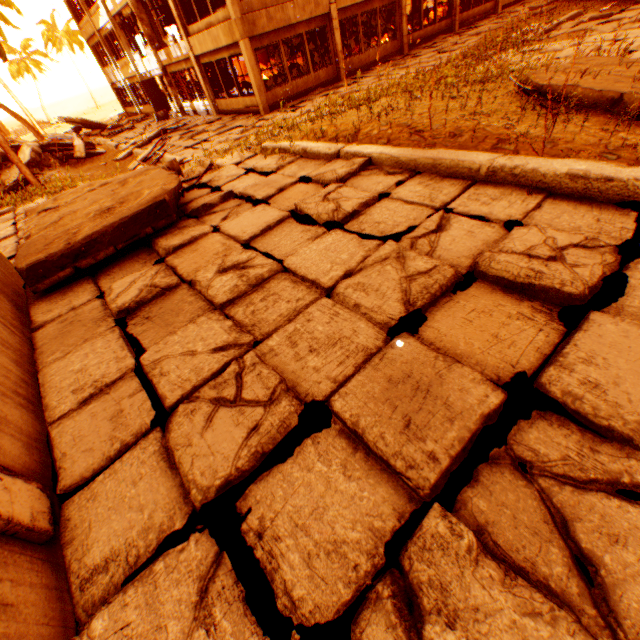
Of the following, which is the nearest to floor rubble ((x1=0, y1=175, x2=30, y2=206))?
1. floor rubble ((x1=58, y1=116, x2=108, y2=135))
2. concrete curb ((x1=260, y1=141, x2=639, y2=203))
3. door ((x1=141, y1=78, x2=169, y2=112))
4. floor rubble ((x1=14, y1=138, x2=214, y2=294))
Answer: floor rubble ((x1=58, y1=116, x2=108, y2=135))

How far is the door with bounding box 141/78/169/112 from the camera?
21.9m

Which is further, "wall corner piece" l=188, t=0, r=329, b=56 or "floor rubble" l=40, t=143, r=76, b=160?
"floor rubble" l=40, t=143, r=76, b=160

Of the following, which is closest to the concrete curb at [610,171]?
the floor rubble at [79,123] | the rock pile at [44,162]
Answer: the rock pile at [44,162]

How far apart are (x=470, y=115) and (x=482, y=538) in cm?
586

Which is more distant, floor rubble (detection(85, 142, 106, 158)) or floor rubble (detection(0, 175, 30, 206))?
floor rubble (detection(85, 142, 106, 158))

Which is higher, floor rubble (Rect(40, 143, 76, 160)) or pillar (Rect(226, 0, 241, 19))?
pillar (Rect(226, 0, 241, 19))

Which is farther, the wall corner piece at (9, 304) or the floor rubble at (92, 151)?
the floor rubble at (92, 151)
